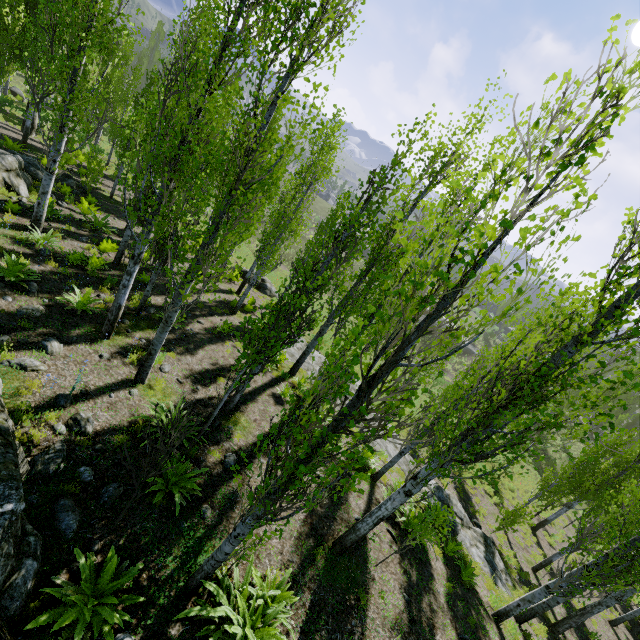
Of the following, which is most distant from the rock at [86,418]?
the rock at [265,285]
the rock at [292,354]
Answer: the rock at [265,285]

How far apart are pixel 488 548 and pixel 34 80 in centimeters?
2196cm

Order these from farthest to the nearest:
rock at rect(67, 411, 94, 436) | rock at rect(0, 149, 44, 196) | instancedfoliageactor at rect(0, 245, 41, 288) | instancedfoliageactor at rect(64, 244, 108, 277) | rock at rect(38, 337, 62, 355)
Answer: rock at rect(0, 149, 44, 196)
instancedfoliageactor at rect(64, 244, 108, 277)
instancedfoliageactor at rect(0, 245, 41, 288)
rock at rect(38, 337, 62, 355)
rock at rect(67, 411, 94, 436)

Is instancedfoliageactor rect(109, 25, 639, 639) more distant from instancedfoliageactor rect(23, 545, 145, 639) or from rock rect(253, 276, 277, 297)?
instancedfoliageactor rect(23, 545, 145, 639)

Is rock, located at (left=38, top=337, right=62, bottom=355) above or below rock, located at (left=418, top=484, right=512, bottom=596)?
above

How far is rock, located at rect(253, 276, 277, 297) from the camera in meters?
22.4 m

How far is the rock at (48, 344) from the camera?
6.97m

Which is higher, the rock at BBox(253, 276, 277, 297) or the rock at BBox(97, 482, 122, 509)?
the rock at BBox(97, 482, 122, 509)
